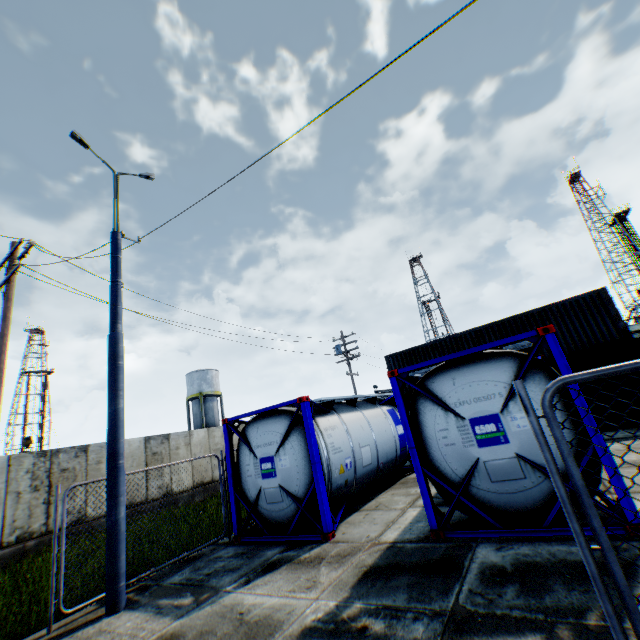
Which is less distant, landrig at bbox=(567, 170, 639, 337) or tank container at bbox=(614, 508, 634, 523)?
tank container at bbox=(614, 508, 634, 523)

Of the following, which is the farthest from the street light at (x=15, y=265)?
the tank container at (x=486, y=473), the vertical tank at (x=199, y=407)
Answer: the vertical tank at (x=199, y=407)

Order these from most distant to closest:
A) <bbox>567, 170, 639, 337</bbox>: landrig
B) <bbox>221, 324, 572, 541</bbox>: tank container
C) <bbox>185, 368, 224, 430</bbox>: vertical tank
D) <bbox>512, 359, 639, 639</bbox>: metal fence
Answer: <bbox>567, 170, 639, 337</bbox>: landrig → <bbox>185, 368, 224, 430</bbox>: vertical tank → <bbox>221, 324, 572, 541</bbox>: tank container → <bbox>512, 359, 639, 639</bbox>: metal fence

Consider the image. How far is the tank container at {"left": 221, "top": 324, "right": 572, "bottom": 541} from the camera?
5.25m

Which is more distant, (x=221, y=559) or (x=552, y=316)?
(x=552, y=316)

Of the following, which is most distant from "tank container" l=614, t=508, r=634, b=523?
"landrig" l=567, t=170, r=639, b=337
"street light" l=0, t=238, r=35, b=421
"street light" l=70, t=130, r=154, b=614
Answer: "landrig" l=567, t=170, r=639, b=337

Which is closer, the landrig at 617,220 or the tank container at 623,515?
the tank container at 623,515
